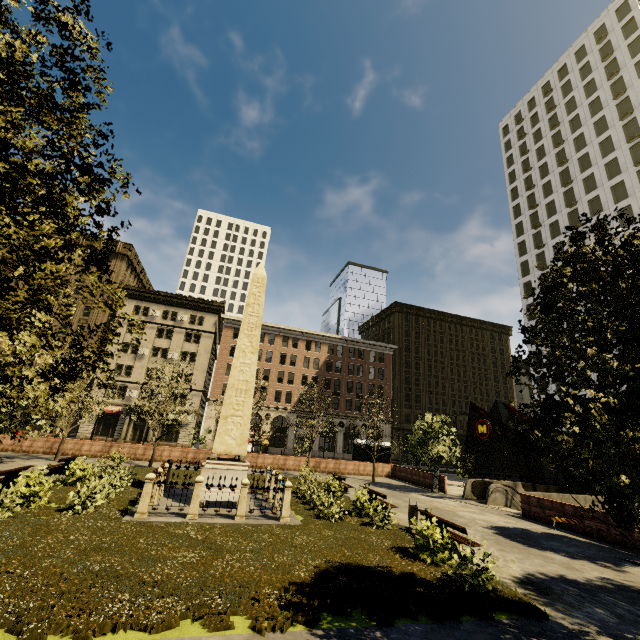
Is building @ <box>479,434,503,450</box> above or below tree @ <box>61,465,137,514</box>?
above

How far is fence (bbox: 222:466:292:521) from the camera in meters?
12.0 m

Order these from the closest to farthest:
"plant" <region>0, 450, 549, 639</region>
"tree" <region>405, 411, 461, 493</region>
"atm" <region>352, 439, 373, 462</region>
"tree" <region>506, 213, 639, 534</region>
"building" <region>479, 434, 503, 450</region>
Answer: "tree" <region>506, 213, 639, 534</region> < "plant" <region>0, 450, 549, 639</region> < "tree" <region>405, 411, 461, 493</region> < "atm" <region>352, 439, 373, 462</region> < "building" <region>479, 434, 503, 450</region>

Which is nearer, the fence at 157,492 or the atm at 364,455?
the fence at 157,492

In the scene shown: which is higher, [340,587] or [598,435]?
[598,435]

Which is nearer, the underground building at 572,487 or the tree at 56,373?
the tree at 56,373

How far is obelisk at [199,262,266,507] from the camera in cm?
1371

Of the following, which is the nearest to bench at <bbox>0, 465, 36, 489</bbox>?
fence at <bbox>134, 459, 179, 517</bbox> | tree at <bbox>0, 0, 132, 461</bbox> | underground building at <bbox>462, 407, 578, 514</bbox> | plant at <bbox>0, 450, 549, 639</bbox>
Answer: plant at <bbox>0, 450, 549, 639</bbox>
